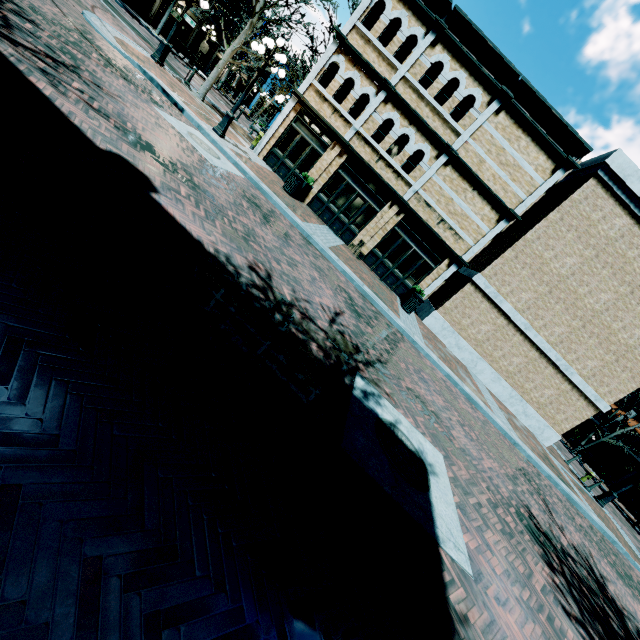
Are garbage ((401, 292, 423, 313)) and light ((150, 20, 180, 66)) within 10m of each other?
no

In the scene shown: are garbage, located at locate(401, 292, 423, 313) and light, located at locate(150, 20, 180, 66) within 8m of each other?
no

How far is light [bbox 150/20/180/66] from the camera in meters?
13.2 m

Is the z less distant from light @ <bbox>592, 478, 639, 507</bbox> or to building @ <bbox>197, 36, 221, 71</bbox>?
building @ <bbox>197, 36, 221, 71</bbox>

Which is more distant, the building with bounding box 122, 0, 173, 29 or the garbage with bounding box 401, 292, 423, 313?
the building with bounding box 122, 0, 173, 29

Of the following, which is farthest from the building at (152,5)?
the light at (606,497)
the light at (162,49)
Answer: the light at (606,497)

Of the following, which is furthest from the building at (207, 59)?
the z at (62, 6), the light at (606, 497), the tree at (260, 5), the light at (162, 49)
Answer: the light at (606, 497)

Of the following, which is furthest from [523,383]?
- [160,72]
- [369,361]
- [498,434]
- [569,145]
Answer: [160,72]
